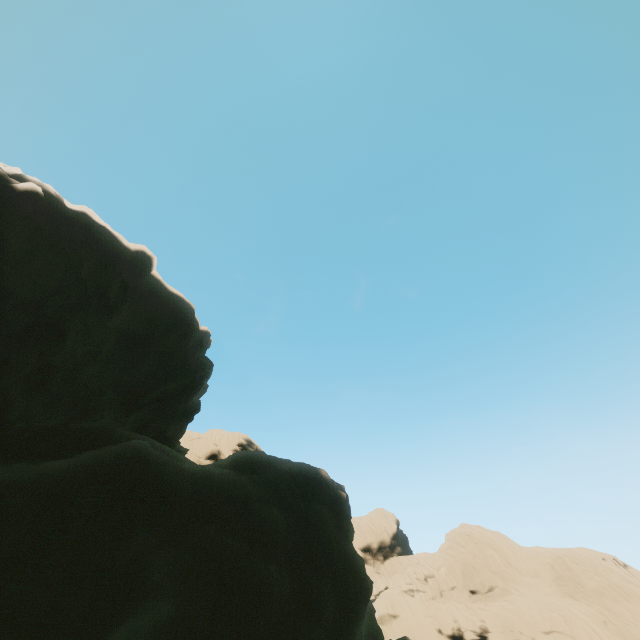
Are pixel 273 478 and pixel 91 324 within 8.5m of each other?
no
